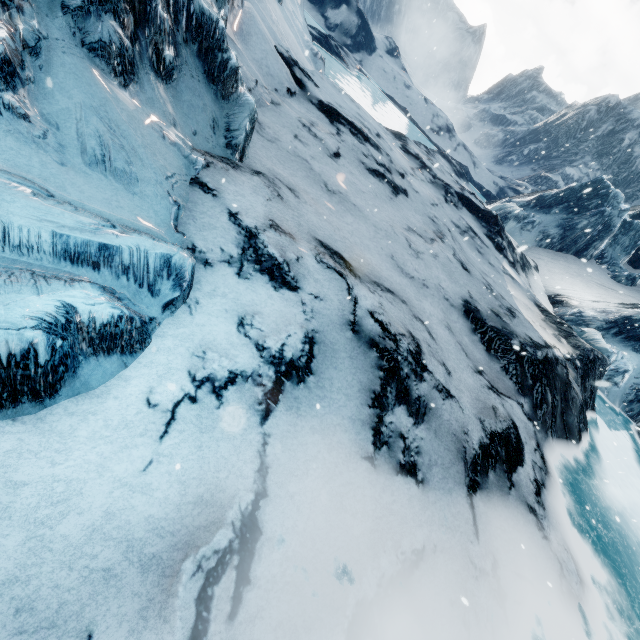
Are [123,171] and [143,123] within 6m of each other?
yes
